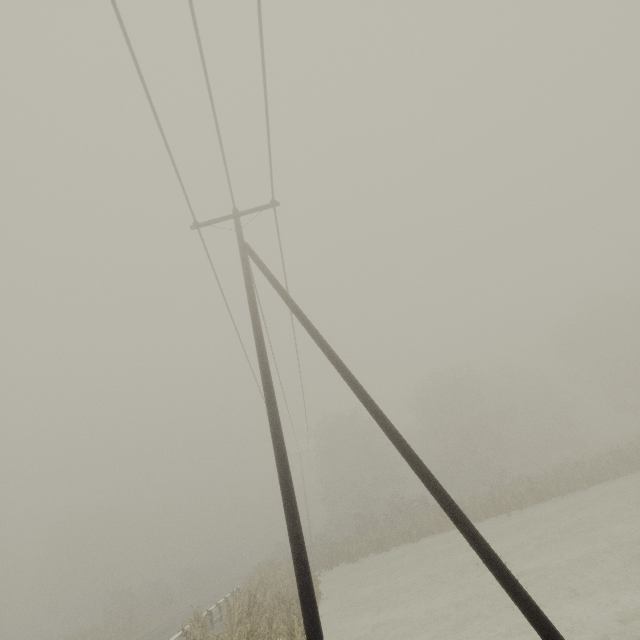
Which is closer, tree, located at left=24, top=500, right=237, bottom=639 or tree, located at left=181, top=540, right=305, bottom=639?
tree, located at left=181, top=540, right=305, bottom=639

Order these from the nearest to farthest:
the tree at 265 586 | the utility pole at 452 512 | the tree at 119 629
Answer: the utility pole at 452 512, the tree at 265 586, the tree at 119 629

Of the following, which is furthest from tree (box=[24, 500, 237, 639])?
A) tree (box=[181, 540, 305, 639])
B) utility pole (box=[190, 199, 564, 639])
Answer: utility pole (box=[190, 199, 564, 639])

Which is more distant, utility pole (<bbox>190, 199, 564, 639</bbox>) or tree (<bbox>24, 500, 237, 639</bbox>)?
tree (<bbox>24, 500, 237, 639</bbox>)

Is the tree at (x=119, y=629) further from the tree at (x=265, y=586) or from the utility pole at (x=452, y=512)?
the utility pole at (x=452, y=512)

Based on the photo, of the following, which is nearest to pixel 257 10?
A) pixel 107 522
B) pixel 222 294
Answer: pixel 222 294

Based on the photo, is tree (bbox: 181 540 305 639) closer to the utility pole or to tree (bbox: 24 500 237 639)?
the utility pole
